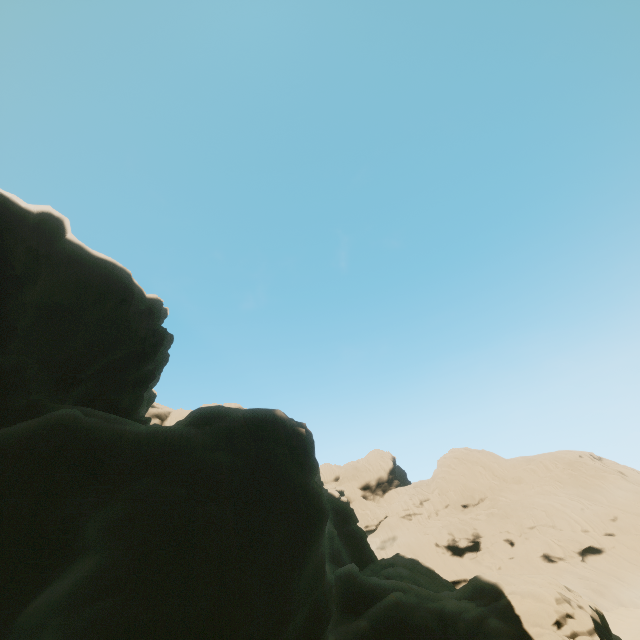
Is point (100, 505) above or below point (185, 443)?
below
